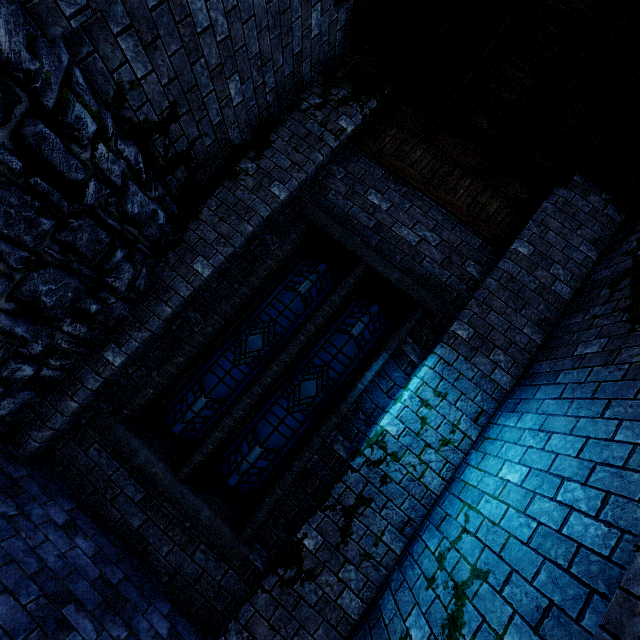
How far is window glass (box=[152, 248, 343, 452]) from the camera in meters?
4.3 m

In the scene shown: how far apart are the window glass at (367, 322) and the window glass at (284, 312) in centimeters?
26cm

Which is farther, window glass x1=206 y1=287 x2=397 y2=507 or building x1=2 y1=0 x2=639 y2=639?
window glass x1=206 y1=287 x2=397 y2=507

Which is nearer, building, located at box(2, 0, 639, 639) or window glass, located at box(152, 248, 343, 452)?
building, located at box(2, 0, 639, 639)

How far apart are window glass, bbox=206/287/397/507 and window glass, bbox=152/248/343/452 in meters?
0.3

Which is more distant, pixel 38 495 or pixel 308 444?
pixel 308 444

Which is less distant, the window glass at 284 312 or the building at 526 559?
the building at 526 559

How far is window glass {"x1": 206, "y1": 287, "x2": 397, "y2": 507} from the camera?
4.1m
